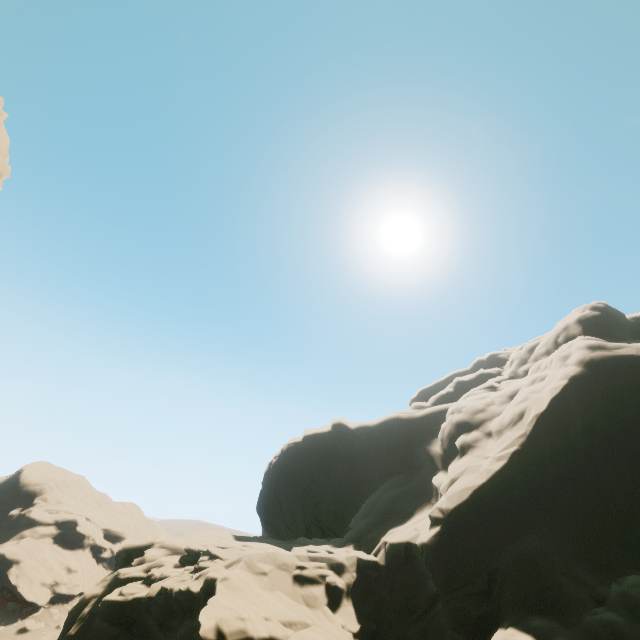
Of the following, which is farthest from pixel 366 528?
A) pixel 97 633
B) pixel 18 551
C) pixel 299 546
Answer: pixel 18 551

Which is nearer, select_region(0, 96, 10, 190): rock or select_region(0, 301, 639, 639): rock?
select_region(0, 301, 639, 639): rock

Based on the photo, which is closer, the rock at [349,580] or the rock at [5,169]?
the rock at [349,580]

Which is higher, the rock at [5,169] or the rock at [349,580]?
the rock at [5,169]

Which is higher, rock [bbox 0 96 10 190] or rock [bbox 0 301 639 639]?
rock [bbox 0 96 10 190]
